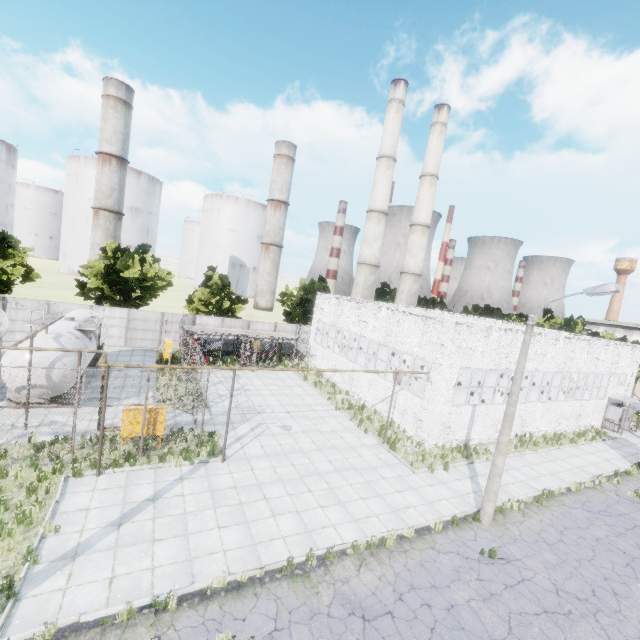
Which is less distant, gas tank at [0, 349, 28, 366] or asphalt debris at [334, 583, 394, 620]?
asphalt debris at [334, 583, 394, 620]

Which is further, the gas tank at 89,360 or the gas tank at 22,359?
the gas tank at 89,360

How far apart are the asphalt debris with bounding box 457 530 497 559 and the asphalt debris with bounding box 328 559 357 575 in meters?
3.3 m

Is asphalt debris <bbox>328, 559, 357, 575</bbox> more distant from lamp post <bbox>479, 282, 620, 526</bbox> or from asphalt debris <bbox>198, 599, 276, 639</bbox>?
lamp post <bbox>479, 282, 620, 526</bbox>

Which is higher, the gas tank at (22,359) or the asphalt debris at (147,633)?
the gas tank at (22,359)

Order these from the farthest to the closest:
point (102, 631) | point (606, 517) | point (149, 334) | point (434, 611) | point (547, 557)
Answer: point (149, 334) < point (606, 517) < point (547, 557) < point (434, 611) < point (102, 631)

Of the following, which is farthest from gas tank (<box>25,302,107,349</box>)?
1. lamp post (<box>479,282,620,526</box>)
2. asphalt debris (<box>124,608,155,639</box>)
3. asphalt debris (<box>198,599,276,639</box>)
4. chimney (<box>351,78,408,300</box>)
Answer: chimney (<box>351,78,408,300</box>)
